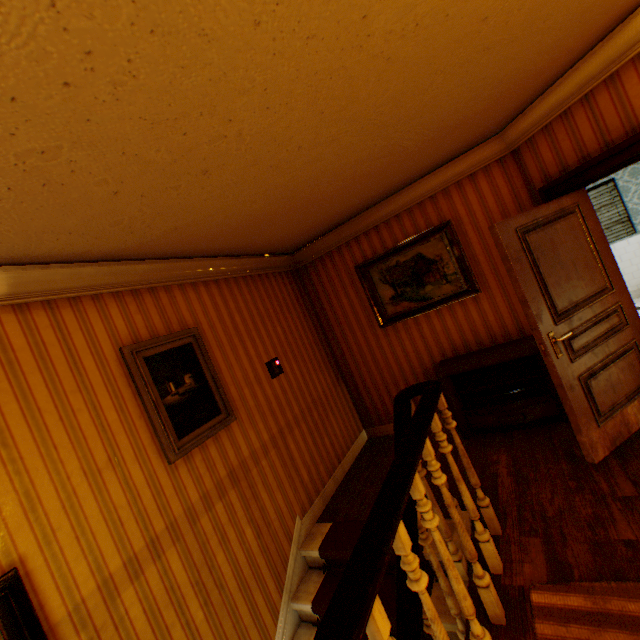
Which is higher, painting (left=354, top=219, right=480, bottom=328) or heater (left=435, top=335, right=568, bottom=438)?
painting (left=354, top=219, right=480, bottom=328)

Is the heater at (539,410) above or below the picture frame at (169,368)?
below

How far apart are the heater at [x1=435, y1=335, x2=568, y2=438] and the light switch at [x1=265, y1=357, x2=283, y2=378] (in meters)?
1.90

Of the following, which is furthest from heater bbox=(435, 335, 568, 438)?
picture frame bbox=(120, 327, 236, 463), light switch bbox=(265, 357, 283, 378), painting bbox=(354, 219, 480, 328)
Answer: picture frame bbox=(120, 327, 236, 463)

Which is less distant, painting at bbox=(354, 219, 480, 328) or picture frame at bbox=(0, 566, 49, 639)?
picture frame at bbox=(0, 566, 49, 639)

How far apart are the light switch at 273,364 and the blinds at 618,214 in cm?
618

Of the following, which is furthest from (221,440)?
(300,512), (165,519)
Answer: (300,512)

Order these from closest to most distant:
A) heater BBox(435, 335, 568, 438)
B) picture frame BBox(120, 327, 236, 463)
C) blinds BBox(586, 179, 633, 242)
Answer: picture frame BBox(120, 327, 236, 463), heater BBox(435, 335, 568, 438), blinds BBox(586, 179, 633, 242)
